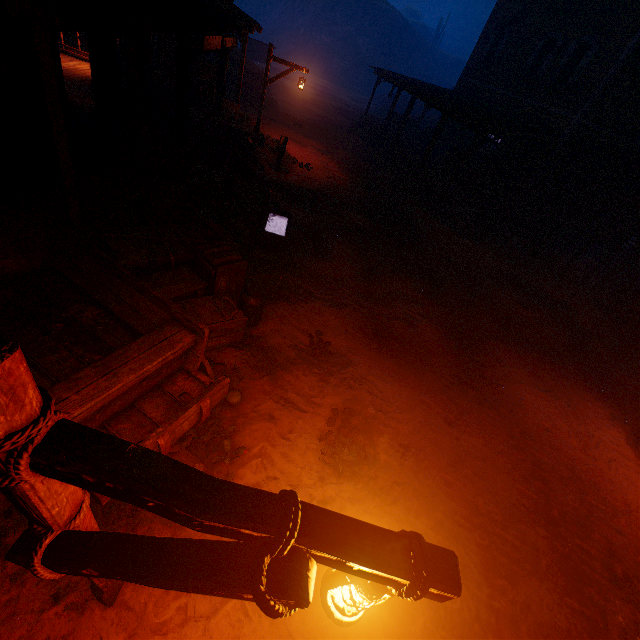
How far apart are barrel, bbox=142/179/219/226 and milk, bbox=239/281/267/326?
1.7 meters

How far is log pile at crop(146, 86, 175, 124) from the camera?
8.88m

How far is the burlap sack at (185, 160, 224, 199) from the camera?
8.44m

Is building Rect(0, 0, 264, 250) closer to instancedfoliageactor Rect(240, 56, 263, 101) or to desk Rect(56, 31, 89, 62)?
desk Rect(56, 31, 89, 62)

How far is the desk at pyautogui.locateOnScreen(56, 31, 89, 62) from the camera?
10.6m

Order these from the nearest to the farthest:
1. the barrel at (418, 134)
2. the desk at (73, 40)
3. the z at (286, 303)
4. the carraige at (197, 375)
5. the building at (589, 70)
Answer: the carraige at (197, 375)
the z at (286, 303)
the desk at (73, 40)
the building at (589, 70)
the barrel at (418, 134)

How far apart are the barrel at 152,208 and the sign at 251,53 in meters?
25.4 m

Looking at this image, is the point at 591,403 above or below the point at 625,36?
below
